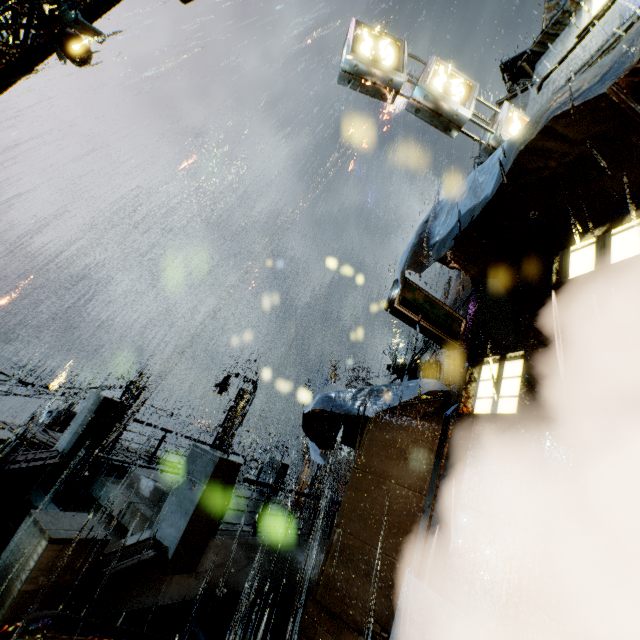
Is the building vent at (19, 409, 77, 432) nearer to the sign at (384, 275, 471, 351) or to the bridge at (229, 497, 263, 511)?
the bridge at (229, 497, 263, 511)

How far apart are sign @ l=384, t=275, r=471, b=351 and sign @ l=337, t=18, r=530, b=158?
4.5m

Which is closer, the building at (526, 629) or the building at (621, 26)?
the building at (526, 629)

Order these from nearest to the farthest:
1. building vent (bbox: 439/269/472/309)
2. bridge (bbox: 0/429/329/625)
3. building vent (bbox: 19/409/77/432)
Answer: bridge (bbox: 0/429/329/625)
building vent (bbox: 439/269/472/309)
building vent (bbox: 19/409/77/432)

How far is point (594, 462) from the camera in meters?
3.5

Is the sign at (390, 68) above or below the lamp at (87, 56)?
above

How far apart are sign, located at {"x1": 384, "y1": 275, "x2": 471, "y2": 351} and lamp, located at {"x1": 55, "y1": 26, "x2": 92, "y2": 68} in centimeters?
612cm

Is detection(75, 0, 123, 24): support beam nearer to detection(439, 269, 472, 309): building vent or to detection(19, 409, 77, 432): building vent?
detection(439, 269, 472, 309): building vent
